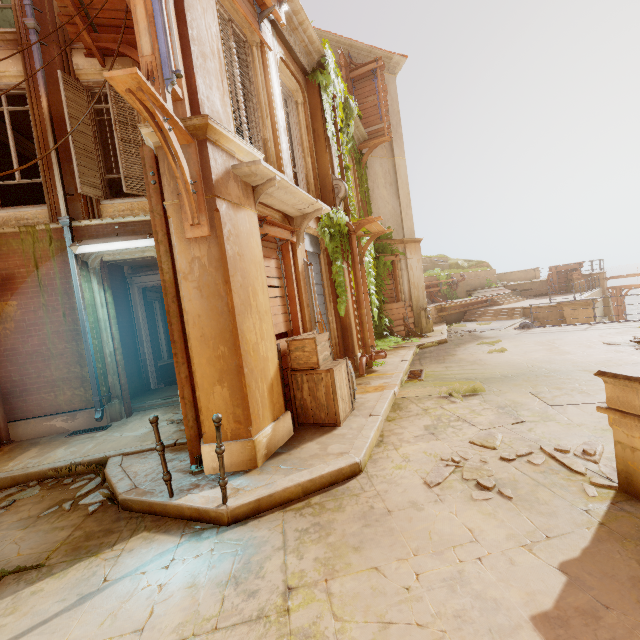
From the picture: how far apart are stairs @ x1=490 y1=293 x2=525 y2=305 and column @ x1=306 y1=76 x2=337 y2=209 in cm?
1588

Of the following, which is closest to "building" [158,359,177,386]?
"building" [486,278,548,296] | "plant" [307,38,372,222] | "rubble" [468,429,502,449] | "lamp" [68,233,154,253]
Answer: "lamp" [68,233,154,253]

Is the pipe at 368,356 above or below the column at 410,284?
below

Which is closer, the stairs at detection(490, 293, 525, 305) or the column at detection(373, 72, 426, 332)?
the column at detection(373, 72, 426, 332)

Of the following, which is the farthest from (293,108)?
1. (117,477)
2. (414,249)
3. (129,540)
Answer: (129,540)

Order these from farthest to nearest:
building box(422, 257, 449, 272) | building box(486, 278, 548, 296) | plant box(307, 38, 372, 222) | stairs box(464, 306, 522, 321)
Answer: building box(422, 257, 449, 272), building box(486, 278, 548, 296), stairs box(464, 306, 522, 321), plant box(307, 38, 372, 222)

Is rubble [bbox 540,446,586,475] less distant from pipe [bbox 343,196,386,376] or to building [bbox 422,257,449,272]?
building [bbox 422,257,449,272]

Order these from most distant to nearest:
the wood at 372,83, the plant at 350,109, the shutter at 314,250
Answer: the wood at 372,83
the plant at 350,109
the shutter at 314,250
